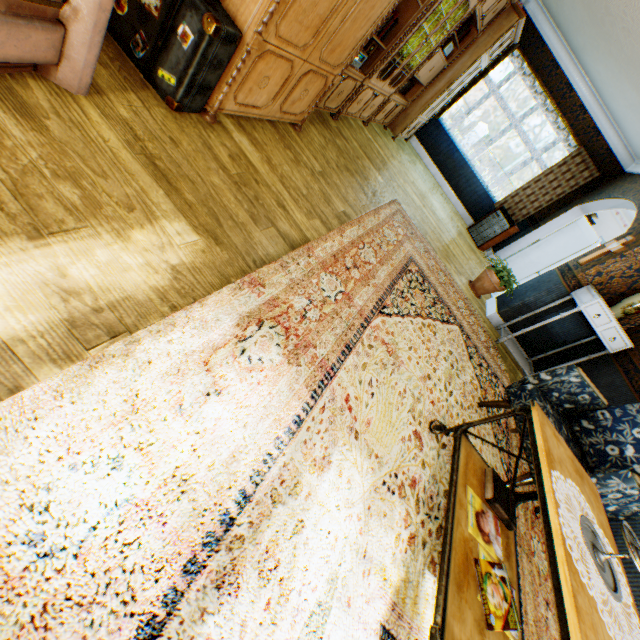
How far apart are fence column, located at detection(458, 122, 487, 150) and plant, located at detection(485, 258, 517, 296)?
19.7 meters

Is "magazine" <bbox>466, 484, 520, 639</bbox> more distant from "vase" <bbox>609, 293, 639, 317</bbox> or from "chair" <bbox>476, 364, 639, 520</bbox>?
"vase" <bbox>609, 293, 639, 317</bbox>

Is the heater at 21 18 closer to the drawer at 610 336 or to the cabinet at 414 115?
the cabinet at 414 115

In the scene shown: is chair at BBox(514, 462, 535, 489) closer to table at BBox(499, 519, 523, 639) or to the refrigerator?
table at BBox(499, 519, 523, 639)

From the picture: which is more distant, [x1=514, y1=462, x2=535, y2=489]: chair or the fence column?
the fence column

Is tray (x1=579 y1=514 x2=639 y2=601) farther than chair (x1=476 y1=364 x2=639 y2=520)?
No

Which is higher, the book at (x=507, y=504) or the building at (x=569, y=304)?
the building at (x=569, y=304)

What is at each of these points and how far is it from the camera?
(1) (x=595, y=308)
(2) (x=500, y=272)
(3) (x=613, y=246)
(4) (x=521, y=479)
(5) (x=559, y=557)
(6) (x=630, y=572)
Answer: (1) drawer, 4.1 meters
(2) plant, 4.9 meters
(3) crucifix, 4.4 meters
(4) chair, 2.5 meters
(5) table, 1.2 meters
(6) building, 2.4 meters
